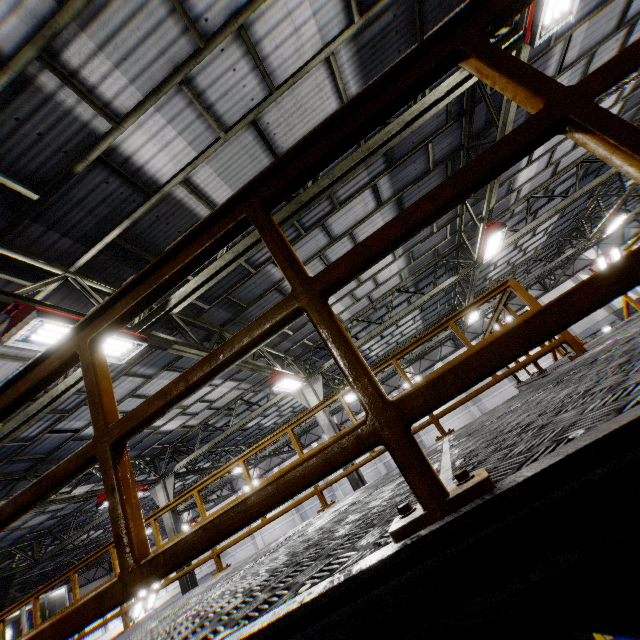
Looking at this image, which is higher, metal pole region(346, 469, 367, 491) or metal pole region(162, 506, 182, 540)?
metal pole region(162, 506, 182, 540)

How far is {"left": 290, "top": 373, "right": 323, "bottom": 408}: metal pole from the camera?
11.88m

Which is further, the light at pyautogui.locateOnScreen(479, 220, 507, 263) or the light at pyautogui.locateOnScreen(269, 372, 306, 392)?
the light at pyautogui.locateOnScreen(269, 372, 306, 392)

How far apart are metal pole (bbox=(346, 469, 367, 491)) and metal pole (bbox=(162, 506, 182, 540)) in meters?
6.0 m

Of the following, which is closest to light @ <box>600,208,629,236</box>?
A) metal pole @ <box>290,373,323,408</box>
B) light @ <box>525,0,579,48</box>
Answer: light @ <box>525,0,579,48</box>

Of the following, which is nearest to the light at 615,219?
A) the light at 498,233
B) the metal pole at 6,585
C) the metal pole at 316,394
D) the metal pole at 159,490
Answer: the light at 498,233

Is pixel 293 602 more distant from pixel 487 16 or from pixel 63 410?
pixel 63 410

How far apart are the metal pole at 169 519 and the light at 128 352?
10.2 meters
